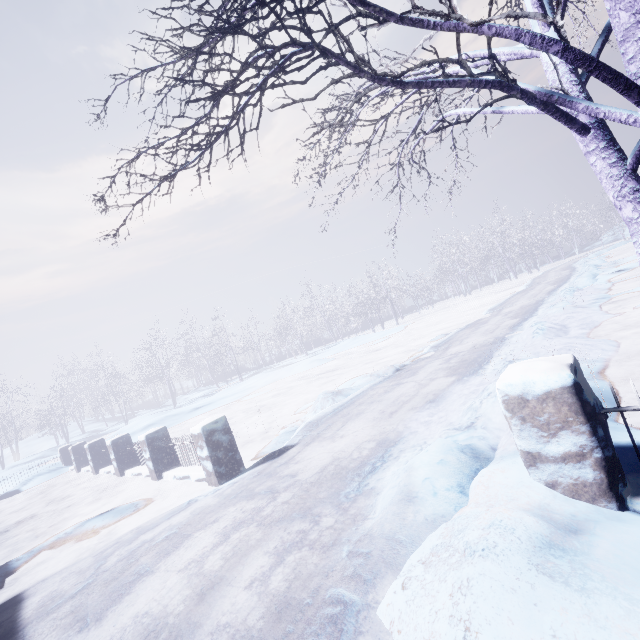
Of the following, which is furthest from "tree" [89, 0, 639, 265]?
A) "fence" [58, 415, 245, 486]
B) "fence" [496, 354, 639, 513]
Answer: "fence" [58, 415, 245, 486]

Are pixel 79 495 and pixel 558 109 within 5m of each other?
no

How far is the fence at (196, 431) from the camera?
4.8m

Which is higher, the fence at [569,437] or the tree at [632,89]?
the tree at [632,89]

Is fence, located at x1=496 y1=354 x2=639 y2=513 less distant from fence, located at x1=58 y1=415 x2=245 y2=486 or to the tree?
the tree

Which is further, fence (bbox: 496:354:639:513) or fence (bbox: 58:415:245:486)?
fence (bbox: 58:415:245:486)

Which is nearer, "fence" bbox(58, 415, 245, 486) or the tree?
the tree
